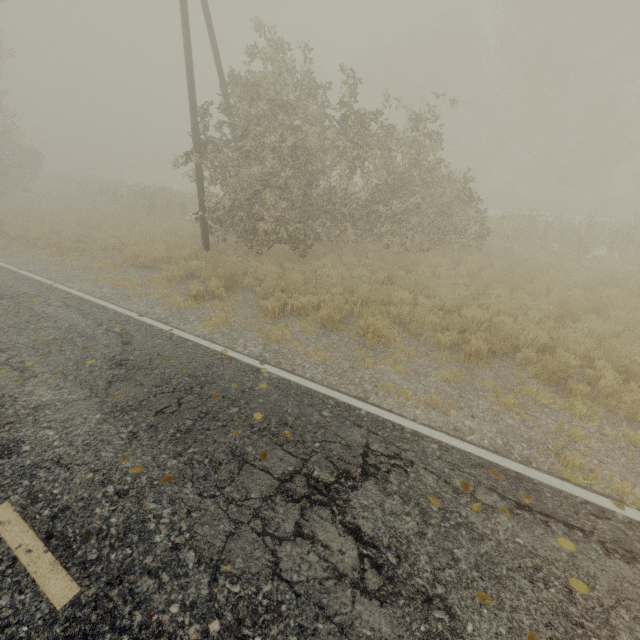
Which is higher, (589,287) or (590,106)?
(590,106)

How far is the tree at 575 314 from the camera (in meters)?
7.13

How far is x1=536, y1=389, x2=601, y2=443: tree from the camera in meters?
4.7 m

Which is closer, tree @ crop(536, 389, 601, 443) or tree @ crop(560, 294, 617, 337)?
tree @ crop(536, 389, 601, 443)

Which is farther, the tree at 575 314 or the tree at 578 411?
the tree at 575 314
